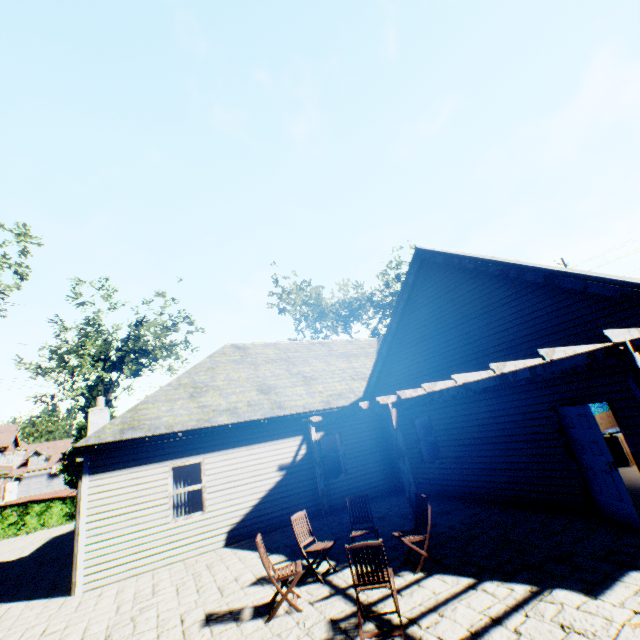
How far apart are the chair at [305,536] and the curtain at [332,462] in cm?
613

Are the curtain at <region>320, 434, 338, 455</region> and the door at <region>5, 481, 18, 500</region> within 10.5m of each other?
no

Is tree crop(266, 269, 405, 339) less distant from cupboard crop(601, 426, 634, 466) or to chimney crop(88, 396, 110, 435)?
chimney crop(88, 396, 110, 435)

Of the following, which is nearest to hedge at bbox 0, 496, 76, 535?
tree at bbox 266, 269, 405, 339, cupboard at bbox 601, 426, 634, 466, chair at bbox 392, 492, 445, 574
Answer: tree at bbox 266, 269, 405, 339

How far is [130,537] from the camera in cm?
865

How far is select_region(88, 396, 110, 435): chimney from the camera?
12.9m

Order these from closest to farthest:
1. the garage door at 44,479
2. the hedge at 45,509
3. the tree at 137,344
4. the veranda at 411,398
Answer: the veranda at 411,398 → the hedge at 45,509 → the tree at 137,344 → the garage door at 44,479

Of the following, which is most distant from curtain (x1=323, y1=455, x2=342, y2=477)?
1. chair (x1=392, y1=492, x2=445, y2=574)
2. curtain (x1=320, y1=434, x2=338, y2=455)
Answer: chair (x1=392, y1=492, x2=445, y2=574)
